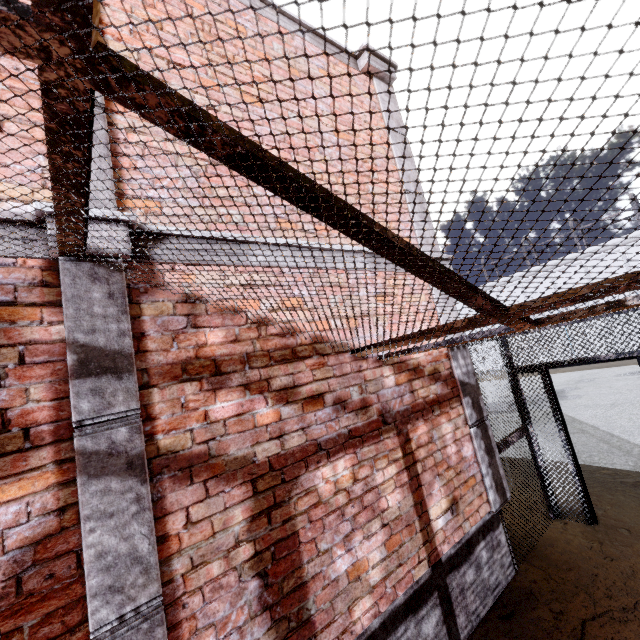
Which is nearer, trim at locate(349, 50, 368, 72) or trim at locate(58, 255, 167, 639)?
trim at locate(58, 255, 167, 639)

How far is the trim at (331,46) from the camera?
4.3m

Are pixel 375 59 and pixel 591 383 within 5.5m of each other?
no

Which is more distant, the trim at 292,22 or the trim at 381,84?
the trim at 381,84

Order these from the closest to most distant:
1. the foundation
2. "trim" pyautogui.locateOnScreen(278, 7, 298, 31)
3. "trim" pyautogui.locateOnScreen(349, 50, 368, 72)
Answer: the foundation
"trim" pyautogui.locateOnScreen(278, 7, 298, 31)
"trim" pyautogui.locateOnScreen(349, 50, 368, 72)

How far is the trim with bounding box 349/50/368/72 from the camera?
4.5 meters

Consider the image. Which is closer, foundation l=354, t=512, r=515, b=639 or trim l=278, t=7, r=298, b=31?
foundation l=354, t=512, r=515, b=639

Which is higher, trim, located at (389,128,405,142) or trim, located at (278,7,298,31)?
trim, located at (278,7,298,31)
